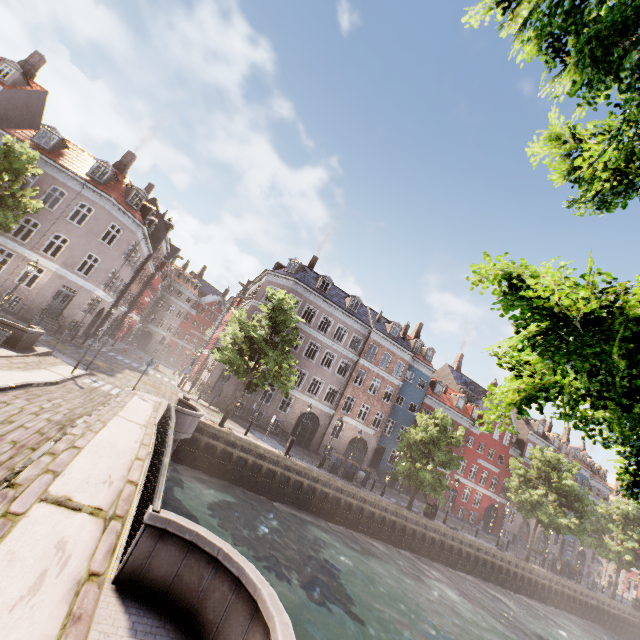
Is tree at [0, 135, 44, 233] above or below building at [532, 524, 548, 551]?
above

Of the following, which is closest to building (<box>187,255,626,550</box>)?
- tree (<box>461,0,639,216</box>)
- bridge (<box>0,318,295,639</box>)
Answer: tree (<box>461,0,639,216</box>)

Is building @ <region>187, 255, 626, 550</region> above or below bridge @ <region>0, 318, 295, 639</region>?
above

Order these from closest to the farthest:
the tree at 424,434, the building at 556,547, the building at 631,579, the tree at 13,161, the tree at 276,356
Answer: the tree at 13,161, the tree at 276,356, the tree at 424,434, the building at 556,547, the building at 631,579

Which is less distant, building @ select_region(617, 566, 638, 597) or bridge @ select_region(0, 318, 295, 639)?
bridge @ select_region(0, 318, 295, 639)

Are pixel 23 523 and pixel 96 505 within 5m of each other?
yes

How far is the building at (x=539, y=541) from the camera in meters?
42.2
